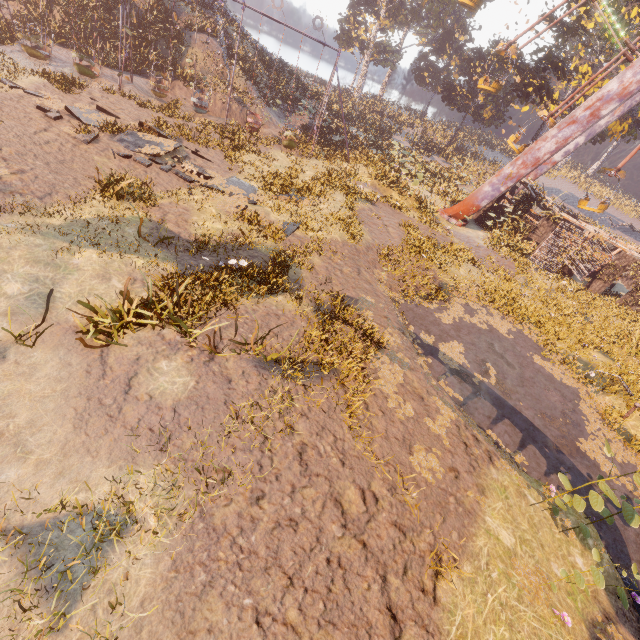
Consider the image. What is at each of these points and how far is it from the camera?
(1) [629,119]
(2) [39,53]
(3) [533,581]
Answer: (1) instancedfoliageactor, 24.91m
(2) swing, 17.42m
(3) instancedfoliageactor, 5.96m

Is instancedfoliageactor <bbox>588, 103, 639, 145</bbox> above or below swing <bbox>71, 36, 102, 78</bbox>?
above

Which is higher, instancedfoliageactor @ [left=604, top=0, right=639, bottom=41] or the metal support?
instancedfoliageactor @ [left=604, top=0, right=639, bottom=41]

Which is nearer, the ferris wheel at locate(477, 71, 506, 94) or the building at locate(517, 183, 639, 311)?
the building at locate(517, 183, 639, 311)

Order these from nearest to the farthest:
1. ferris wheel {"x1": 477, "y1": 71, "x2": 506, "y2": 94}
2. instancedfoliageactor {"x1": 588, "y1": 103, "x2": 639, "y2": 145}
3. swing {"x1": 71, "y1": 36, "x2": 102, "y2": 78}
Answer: swing {"x1": 71, "y1": 36, "x2": 102, "y2": 78}, ferris wheel {"x1": 477, "y1": 71, "x2": 506, "y2": 94}, instancedfoliageactor {"x1": 588, "y1": 103, "x2": 639, "y2": 145}

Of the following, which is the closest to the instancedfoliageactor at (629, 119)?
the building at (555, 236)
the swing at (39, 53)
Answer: the building at (555, 236)

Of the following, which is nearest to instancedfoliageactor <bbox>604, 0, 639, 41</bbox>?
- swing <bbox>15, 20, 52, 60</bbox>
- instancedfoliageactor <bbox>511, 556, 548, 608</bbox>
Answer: swing <bbox>15, 20, 52, 60</bbox>

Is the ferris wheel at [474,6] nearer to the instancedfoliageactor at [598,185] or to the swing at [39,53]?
the instancedfoliageactor at [598,185]
